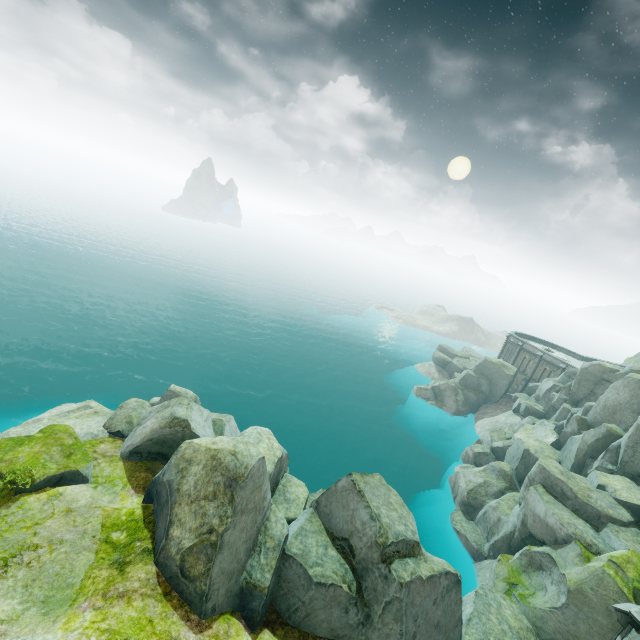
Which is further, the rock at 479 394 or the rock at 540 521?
the rock at 479 394

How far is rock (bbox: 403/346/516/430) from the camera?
45.1 meters

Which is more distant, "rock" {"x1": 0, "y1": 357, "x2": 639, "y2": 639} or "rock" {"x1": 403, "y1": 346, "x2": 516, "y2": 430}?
"rock" {"x1": 403, "y1": 346, "x2": 516, "y2": 430}

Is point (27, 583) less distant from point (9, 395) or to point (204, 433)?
point (204, 433)

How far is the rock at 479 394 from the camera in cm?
4506
